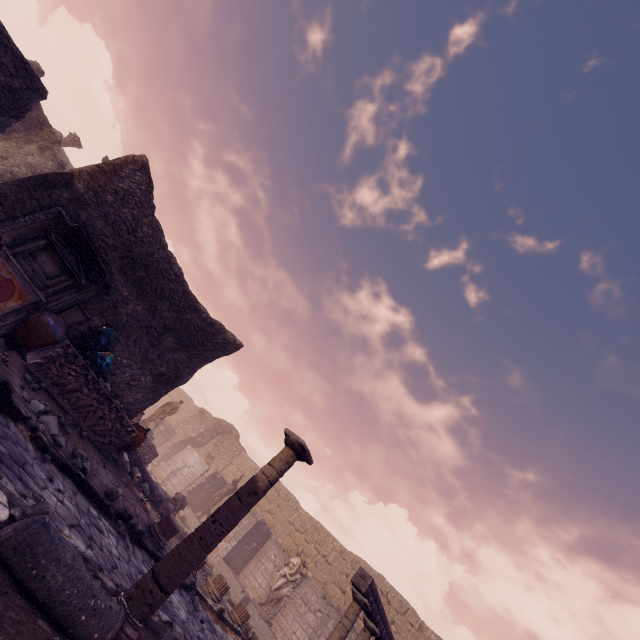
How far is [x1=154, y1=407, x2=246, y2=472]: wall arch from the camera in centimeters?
2295cm

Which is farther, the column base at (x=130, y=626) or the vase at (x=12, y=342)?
the vase at (x=12, y=342)

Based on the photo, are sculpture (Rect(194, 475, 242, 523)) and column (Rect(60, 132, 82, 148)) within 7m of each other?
no

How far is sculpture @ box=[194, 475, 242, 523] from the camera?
17.5m

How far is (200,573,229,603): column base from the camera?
8.6 meters

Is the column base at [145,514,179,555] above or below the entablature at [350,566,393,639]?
below

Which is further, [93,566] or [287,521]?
[287,521]

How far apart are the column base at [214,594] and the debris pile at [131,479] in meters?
2.6 m
